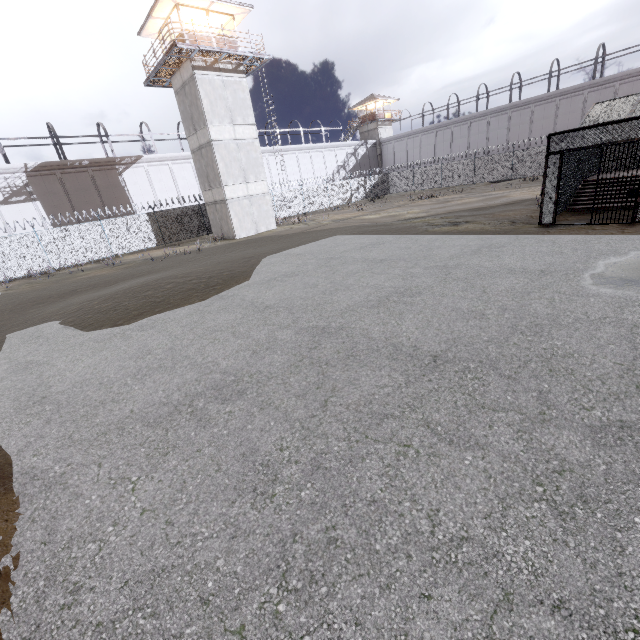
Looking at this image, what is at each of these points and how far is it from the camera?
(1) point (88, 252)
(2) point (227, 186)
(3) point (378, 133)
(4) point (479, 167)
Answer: (1) fence, 24.4m
(2) building, 24.4m
(3) building, 53.3m
(4) fence, 36.2m

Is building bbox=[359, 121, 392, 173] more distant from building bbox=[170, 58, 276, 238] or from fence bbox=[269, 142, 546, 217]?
building bbox=[170, 58, 276, 238]

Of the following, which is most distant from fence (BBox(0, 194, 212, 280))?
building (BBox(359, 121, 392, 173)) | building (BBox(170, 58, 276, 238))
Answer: building (BBox(359, 121, 392, 173))

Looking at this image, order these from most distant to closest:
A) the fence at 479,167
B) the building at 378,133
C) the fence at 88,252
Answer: the building at 378,133 → the fence at 479,167 → the fence at 88,252

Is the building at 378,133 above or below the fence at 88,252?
above

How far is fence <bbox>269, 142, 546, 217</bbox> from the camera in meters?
33.2

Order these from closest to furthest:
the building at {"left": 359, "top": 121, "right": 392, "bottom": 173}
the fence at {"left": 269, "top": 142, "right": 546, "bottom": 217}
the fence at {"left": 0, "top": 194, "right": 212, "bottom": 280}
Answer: the fence at {"left": 0, "top": 194, "right": 212, "bottom": 280} → the fence at {"left": 269, "top": 142, "right": 546, "bottom": 217} → the building at {"left": 359, "top": 121, "right": 392, "bottom": 173}
